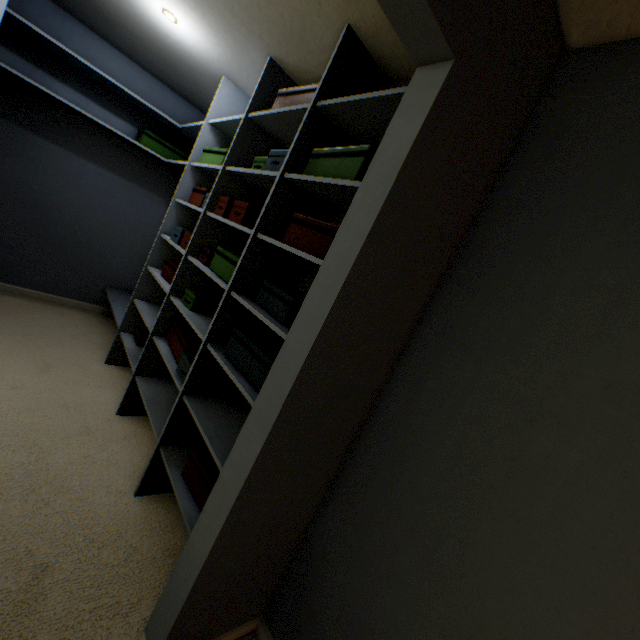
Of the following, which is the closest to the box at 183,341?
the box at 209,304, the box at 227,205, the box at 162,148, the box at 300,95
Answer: the box at 209,304

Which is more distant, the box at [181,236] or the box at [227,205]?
the box at [181,236]

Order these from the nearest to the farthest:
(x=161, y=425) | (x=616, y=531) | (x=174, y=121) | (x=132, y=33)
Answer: (x=616, y=531)
(x=161, y=425)
(x=132, y=33)
(x=174, y=121)

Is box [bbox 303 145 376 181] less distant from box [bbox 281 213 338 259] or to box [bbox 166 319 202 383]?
box [bbox 281 213 338 259]

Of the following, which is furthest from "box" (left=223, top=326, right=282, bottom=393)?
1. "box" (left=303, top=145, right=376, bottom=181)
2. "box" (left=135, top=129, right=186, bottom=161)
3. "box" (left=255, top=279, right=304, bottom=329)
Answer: "box" (left=135, top=129, right=186, bottom=161)

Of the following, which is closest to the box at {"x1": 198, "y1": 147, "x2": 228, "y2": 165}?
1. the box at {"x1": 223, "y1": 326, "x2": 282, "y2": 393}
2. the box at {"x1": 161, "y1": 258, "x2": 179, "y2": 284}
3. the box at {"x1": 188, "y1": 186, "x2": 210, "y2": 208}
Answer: the box at {"x1": 188, "y1": 186, "x2": 210, "y2": 208}

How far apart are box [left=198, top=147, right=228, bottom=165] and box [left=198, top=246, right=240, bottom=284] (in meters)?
0.71

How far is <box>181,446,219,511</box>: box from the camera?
1.4 meters
